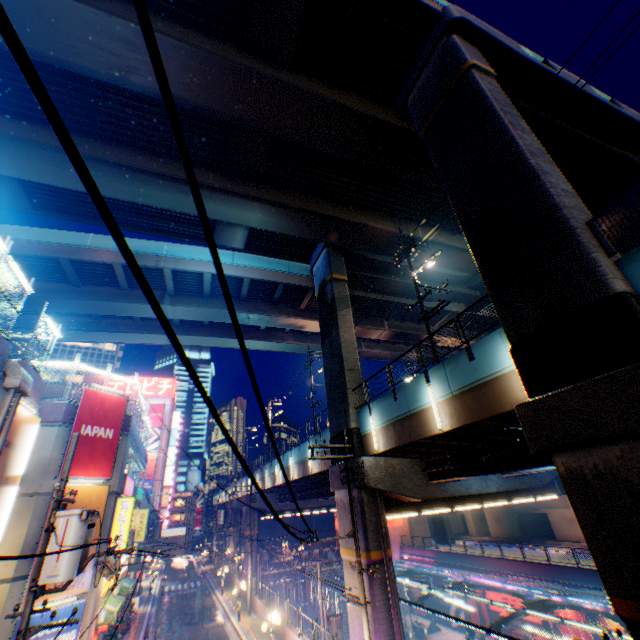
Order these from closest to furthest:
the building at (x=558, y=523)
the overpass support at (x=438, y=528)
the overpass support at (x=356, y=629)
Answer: the overpass support at (x=356, y=629)
the building at (x=558, y=523)
the overpass support at (x=438, y=528)

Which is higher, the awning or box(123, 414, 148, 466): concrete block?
box(123, 414, 148, 466): concrete block

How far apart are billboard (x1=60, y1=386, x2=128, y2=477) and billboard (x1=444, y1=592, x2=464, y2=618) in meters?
38.4 m

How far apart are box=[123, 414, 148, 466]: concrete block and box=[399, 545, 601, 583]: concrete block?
34.8 meters

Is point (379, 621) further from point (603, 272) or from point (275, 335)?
point (275, 335)

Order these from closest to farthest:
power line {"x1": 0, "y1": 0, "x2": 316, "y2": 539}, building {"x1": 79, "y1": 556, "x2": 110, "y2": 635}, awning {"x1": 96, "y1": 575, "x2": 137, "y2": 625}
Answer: power line {"x1": 0, "y1": 0, "x2": 316, "y2": 539}, building {"x1": 79, "y1": 556, "x2": 110, "y2": 635}, awning {"x1": 96, "y1": 575, "x2": 137, "y2": 625}

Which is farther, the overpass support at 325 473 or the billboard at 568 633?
the billboard at 568 633

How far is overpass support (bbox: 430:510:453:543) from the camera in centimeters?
5012cm
